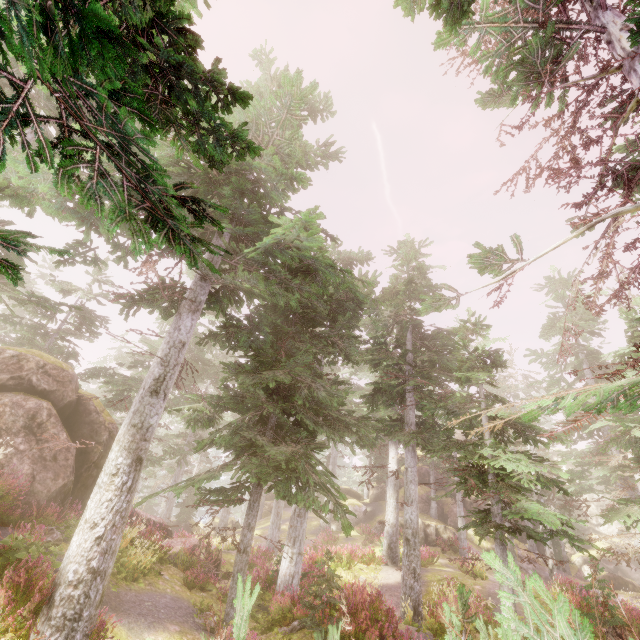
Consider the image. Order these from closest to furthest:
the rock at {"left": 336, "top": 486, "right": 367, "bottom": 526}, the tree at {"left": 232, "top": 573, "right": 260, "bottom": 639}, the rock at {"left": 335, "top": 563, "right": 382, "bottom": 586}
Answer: the tree at {"left": 232, "top": 573, "right": 260, "bottom": 639} < the rock at {"left": 335, "top": 563, "right": 382, "bottom": 586} < the rock at {"left": 336, "top": 486, "right": 367, "bottom": 526}

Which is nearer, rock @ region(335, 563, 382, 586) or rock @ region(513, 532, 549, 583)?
rock @ region(335, 563, 382, 586)

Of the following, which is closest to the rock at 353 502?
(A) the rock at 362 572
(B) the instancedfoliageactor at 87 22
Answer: (B) the instancedfoliageactor at 87 22

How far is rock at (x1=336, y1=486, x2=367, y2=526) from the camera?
31.9 meters

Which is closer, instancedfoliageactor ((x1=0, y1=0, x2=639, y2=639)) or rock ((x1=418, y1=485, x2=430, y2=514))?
instancedfoliageactor ((x1=0, y1=0, x2=639, y2=639))

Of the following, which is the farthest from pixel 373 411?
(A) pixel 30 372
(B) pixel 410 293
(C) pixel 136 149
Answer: (C) pixel 136 149

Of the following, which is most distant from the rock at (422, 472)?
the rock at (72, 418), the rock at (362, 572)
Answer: the rock at (72, 418)

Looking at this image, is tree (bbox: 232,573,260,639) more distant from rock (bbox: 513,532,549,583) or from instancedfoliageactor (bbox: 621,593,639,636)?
rock (bbox: 513,532,549,583)
